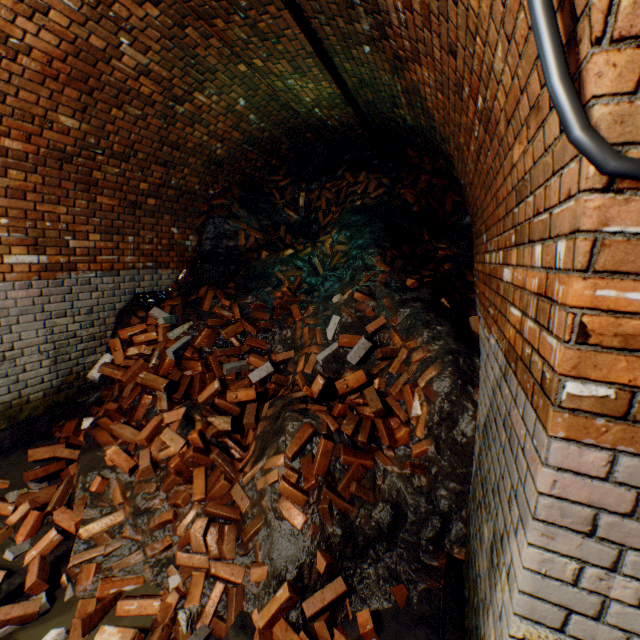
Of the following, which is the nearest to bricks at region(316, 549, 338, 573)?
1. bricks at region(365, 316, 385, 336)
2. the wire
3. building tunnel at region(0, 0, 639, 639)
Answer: building tunnel at region(0, 0, 639, 639)

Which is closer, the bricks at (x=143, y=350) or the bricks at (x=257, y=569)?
the bricks at (x=257, y=569)

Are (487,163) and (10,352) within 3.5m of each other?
no

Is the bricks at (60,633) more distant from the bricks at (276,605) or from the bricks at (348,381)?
the bricks at (348,381)

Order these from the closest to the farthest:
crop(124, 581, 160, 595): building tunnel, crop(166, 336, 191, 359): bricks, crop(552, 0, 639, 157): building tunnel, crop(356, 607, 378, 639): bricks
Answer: crop(552, 0, 639, 157): building tunnel → crop(356, 607, 378, 639): bricks → crop(124, 581, 160, 595): building tunnel → crop(166, 336, 191, 359): bricks

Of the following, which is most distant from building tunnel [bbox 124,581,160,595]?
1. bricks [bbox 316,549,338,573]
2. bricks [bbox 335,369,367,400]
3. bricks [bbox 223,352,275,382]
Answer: bricks [bbox 223,352,275,382]

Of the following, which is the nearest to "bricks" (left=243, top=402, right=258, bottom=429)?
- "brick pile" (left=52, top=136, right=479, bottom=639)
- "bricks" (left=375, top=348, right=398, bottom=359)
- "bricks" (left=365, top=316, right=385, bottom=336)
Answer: "brick pile" (left=52, top=136, right=479, bottom=639)

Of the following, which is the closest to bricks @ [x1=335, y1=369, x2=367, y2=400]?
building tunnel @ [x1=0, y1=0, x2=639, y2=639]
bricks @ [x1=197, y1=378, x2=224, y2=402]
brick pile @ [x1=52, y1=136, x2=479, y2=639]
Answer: brick pile @ [x1=52, y1=136, x2=479, y2=639]
